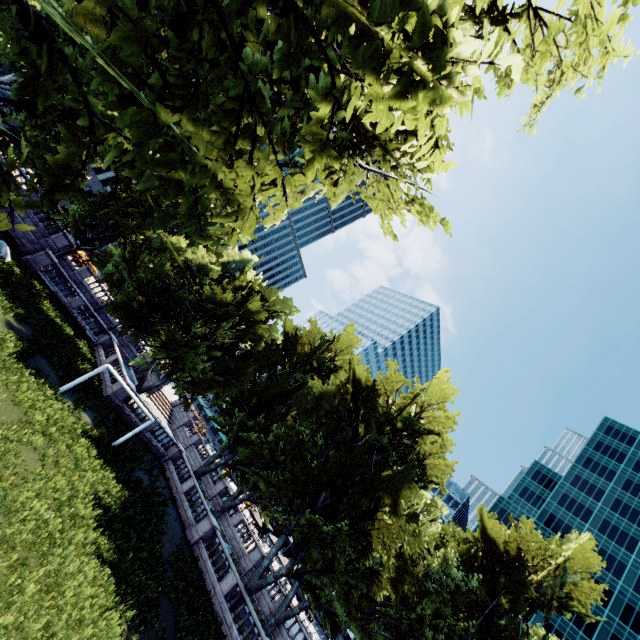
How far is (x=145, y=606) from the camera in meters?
14.5 m

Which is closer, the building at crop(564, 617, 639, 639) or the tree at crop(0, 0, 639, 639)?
the tree at crop(0, 0, 639, 639)

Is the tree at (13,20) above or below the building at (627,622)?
below

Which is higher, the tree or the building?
the building

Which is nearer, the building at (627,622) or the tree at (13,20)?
the tree at (13,20)
